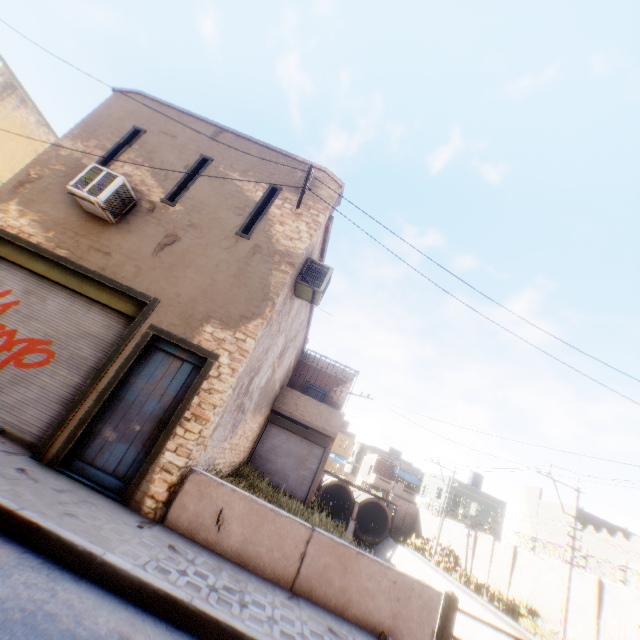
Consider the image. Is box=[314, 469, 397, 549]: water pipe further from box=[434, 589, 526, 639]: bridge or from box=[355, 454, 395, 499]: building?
box=[434, 589, 526, 639]: bridge

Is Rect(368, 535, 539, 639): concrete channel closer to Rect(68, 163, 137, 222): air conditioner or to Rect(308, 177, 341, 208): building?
Rect(308, 177, 341, 208): building

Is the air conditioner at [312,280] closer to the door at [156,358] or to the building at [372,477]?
the building at [372,477]

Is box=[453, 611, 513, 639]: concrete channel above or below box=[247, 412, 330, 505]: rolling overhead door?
below

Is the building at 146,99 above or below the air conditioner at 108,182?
above

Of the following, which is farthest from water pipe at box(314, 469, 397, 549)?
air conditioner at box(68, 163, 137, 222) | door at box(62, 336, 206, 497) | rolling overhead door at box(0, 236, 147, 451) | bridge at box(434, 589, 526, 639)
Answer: door at box(62, 336, 206, 497)

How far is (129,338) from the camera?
6.32m

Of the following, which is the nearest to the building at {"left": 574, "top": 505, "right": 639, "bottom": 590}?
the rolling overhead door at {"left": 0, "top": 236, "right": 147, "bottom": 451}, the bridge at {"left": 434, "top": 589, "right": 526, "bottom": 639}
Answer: the rolling overhead door at {"left": 0, "top": 236, "right": 147, "bottom": 451}
